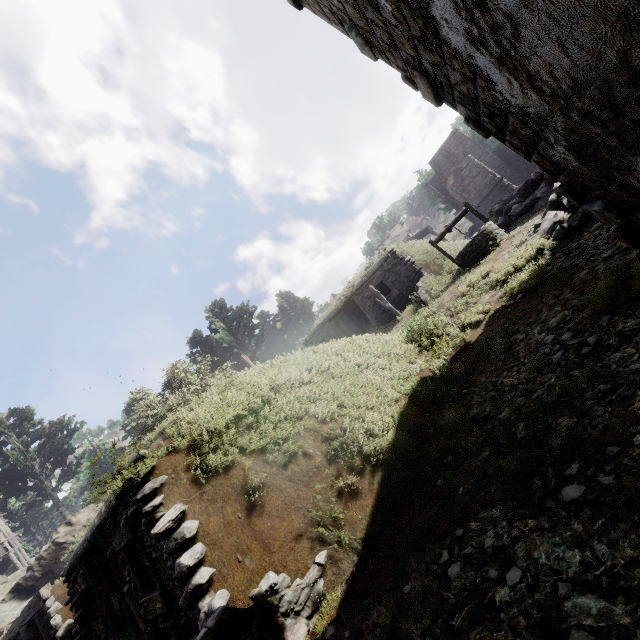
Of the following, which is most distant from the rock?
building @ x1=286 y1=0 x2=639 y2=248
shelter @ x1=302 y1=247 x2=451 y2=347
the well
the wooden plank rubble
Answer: the wooden plank rubble

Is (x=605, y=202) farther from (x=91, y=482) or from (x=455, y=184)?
(x=91, y=482)

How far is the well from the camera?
12.2m

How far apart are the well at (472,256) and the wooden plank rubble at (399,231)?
25.0m

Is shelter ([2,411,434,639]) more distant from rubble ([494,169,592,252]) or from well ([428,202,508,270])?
well ([428,202,508,270])

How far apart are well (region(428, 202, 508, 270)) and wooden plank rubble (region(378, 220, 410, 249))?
25.0 meters

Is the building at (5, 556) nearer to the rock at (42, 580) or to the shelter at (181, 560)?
the shelter at (181, 560)

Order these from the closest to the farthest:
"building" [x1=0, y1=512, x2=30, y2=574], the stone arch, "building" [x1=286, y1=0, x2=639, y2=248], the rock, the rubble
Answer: "building" [x1=286, y1=0, x2=639, y2=248] < the rubble < the rock < "building" [x1=0, y1=512, x2=30, y2=574] < the stone arch
